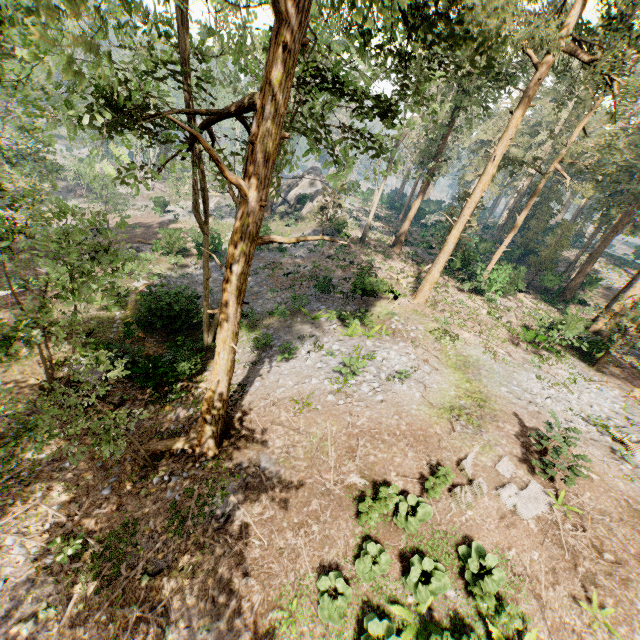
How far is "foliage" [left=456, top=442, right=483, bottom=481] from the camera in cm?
1012

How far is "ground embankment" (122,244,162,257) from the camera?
27.11m

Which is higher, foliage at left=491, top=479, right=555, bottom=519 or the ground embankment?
foliage at left=491, top=479, right=555, bottom=519

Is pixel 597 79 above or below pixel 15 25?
above

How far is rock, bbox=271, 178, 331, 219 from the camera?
39.44m

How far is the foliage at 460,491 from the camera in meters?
9.3

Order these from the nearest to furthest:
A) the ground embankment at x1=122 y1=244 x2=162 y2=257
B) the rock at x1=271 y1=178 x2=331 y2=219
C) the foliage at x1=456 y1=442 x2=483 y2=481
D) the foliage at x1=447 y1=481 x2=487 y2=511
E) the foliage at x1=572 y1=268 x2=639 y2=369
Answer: the foliage at x1=447 y1=481 x2=487 y2=511 → the foliage at x1=456 y1=442 x2=483 y2=481 → the foliage at x1=572 y1=268 x2=639 y2=369 → the ground embankment at x1=122 y1=244 x2=162 y2=257 → the rock at x1=271 y1=178 x2=331 y2=219
